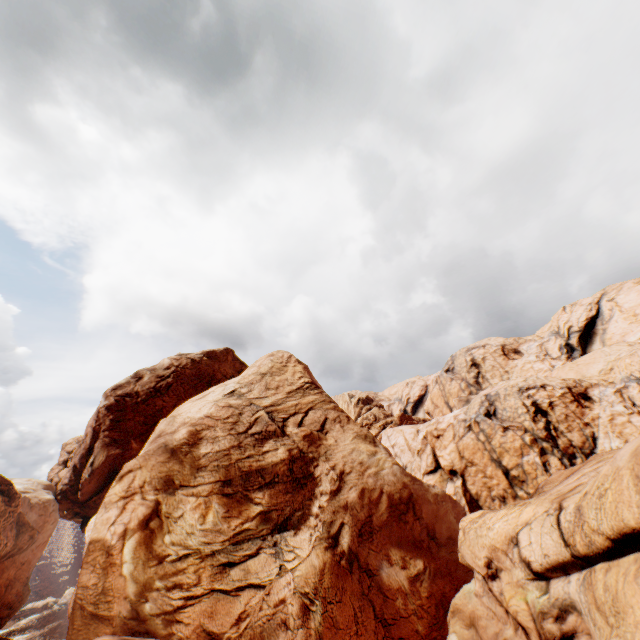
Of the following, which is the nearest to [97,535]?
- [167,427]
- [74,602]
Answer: [74,602]
